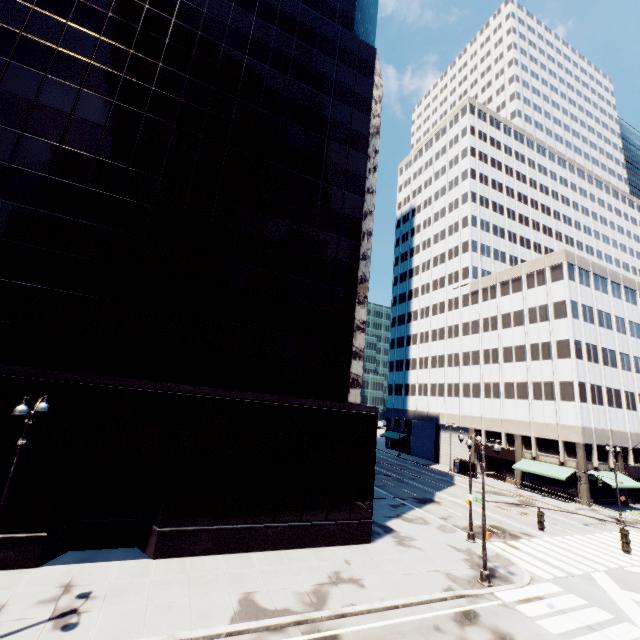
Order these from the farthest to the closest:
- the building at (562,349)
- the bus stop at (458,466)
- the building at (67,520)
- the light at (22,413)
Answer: the bus stop at (458,466)
the building at (562,349)
the building at (67,520)
the light at (22,413)

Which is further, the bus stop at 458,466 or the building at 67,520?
the bus stop at 458,466

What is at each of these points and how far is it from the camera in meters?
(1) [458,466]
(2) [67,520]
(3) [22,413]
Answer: (1) bus stop, 50.4 m
(2) building, 15.5 m
(3) light, 10.3 m

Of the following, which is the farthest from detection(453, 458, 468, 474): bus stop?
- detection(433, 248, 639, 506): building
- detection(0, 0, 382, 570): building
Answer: detection(0, 0, 382, 570): building

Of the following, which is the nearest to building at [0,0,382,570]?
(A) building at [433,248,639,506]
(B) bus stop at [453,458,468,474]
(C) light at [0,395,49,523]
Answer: (C) light at [0,395,49,523]

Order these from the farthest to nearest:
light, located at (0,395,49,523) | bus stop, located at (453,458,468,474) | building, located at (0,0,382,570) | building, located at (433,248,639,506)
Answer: bus stop, located at (453,458,468,474) < building, located at (433,248,639,506) < building, located at (0,0,382,570) < light, located at (0,395,49,523)

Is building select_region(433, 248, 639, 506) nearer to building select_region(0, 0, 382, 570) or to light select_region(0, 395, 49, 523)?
building select_region(0, 0, 382, 570)

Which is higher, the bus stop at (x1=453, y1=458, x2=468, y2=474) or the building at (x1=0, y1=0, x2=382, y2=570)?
the building at (x1=0, y1=0, x2=382, y2=570)
